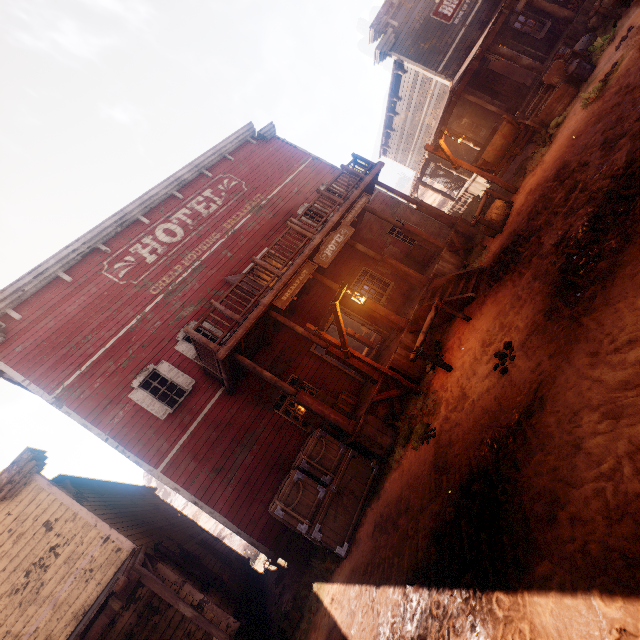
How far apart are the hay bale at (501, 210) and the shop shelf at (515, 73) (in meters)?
12.75

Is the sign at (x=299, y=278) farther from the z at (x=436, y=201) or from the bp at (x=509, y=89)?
the bp at (x=509, y=89)

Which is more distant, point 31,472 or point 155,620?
point 31,472

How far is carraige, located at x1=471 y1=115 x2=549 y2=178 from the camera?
10.3 meters

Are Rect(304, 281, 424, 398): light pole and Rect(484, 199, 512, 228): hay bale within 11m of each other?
yes

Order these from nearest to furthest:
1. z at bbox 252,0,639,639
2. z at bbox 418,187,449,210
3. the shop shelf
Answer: z at bbox 252,0,639,639
the shop shelf
z at bbox 418,187,449,210

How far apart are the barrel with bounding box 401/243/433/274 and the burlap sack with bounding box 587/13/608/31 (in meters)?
10.13

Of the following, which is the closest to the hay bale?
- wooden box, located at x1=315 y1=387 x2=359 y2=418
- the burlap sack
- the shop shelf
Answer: wooden box, located at x1=315 y1=387 x2=359 y2=418
